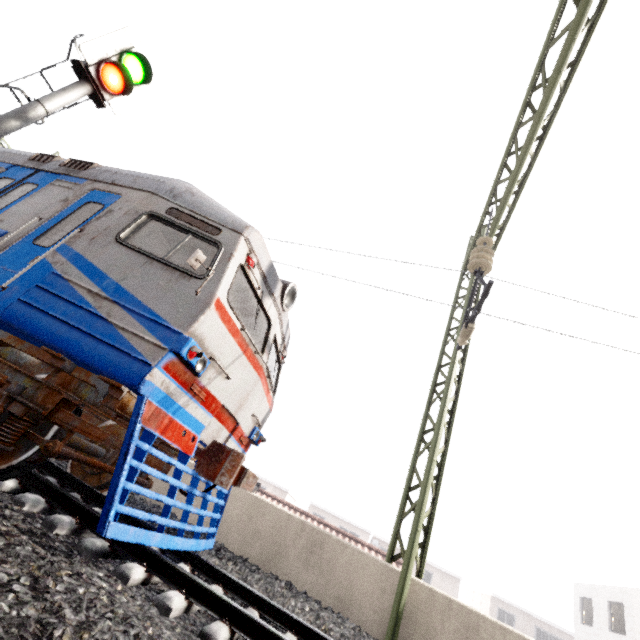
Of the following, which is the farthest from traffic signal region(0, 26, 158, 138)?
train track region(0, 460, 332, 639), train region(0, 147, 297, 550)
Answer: train track region(0, 460, 332, 639)

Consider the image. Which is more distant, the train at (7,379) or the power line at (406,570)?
the power line at (406,570)

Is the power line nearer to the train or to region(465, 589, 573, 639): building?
the train

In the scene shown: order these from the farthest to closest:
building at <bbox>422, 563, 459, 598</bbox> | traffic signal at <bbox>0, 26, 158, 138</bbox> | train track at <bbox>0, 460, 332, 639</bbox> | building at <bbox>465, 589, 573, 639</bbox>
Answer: building at <bbox>422, 563, 459, 598</bbox> < building at <bbox>465, 589, 573, 639</bbox> < traffic signal at <bbox>0, 26, 158, 138</bbox> < train track at <bbox>0, 460, 332, 639</bbox>

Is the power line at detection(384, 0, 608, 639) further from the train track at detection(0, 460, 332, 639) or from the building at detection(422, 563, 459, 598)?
the building at detection(422, 563, 459, 598)

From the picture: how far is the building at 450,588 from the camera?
33.2 meters

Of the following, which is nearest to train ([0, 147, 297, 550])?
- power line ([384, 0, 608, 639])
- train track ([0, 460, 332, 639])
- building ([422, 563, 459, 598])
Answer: train track ([0, 460, 332, 639])

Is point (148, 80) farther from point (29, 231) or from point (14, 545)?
point (14, 545)
